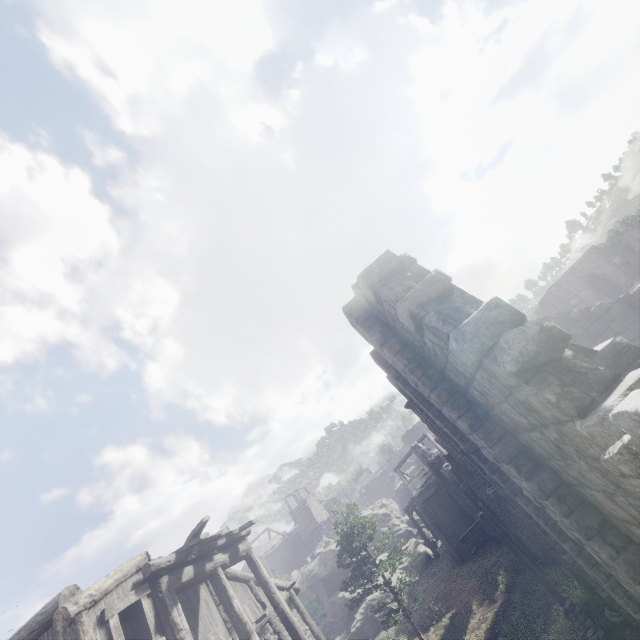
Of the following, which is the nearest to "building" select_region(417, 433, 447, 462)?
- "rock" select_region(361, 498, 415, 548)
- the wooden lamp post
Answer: "rock" select_region(361, 498, 415, 548)

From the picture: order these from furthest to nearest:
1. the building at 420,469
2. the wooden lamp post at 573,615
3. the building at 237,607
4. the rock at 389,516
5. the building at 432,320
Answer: the rock at 389,516 < the building at 420,469 < the wooden lamp post at 573,615 < the building at 237,607 < the building at 432,320

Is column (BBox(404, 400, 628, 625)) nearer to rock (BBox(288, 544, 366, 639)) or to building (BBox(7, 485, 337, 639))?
building (BBox(7, 485, 337, 639))

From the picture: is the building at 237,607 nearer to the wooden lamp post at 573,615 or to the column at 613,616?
the column at 613,616

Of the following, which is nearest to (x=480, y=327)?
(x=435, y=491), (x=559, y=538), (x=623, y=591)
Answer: (x=559, y=538)

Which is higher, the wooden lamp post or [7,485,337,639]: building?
[7,485,337,639]: building

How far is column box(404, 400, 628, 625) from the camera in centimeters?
1126cm

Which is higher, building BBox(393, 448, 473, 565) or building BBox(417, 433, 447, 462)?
building BBox(417, 433, 447, 462)
